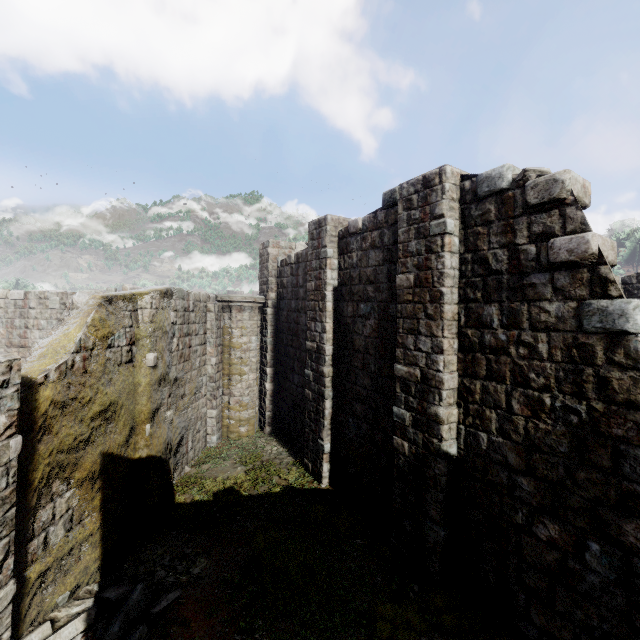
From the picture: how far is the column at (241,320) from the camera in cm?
1369

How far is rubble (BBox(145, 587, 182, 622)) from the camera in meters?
5.9 m

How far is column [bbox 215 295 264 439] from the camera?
13.7 meters

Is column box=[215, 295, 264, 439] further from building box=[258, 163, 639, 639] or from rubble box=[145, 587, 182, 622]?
rubble box=[145, 587, 182, 622]

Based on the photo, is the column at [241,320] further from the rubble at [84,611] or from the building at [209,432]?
the rubble at [84,611]

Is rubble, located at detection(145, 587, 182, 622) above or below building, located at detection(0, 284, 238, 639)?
below

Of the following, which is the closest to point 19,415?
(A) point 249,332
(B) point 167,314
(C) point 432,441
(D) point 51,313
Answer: (B) point 167,314
